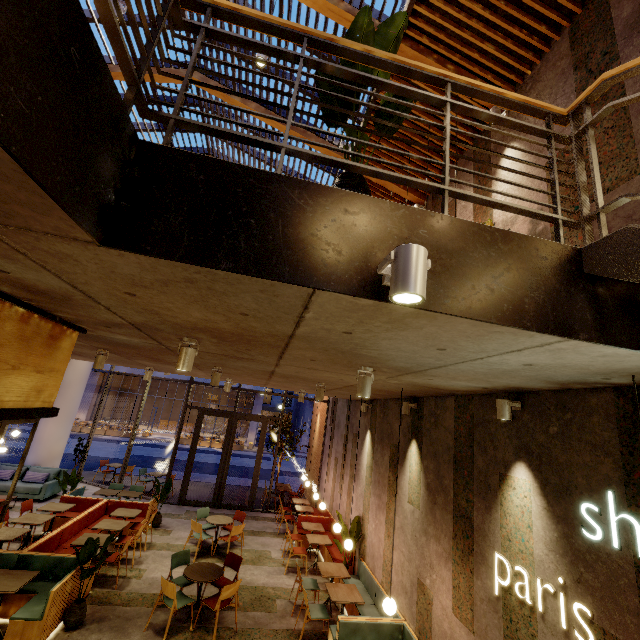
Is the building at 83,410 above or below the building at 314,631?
above

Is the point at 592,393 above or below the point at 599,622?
above

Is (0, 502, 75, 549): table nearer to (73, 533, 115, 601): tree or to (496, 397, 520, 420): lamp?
(73, 533, 115, 601): tree

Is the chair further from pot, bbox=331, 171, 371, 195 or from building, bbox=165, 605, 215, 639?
pot, bbox=331, 171, 371, 195

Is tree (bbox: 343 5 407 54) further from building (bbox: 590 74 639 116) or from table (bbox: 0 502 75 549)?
table (bbox: 0 502 75 549)

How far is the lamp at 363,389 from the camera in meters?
3.6

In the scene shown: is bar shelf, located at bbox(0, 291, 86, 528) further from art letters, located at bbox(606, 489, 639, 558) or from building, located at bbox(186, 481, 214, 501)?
art letters, located at bbox(606, 489, 639, 558)

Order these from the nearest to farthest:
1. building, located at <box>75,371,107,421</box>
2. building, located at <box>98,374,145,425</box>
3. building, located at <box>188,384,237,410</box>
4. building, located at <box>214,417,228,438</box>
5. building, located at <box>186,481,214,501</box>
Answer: building, located at <box>186,481,214,501</box> < building, located at <box>75,371,107,421</box> < building, located at <box>98,374,145,425</box> < building, located at <box>188,384,237,410</box> < building, located at <box>214,417,228,438</box>
